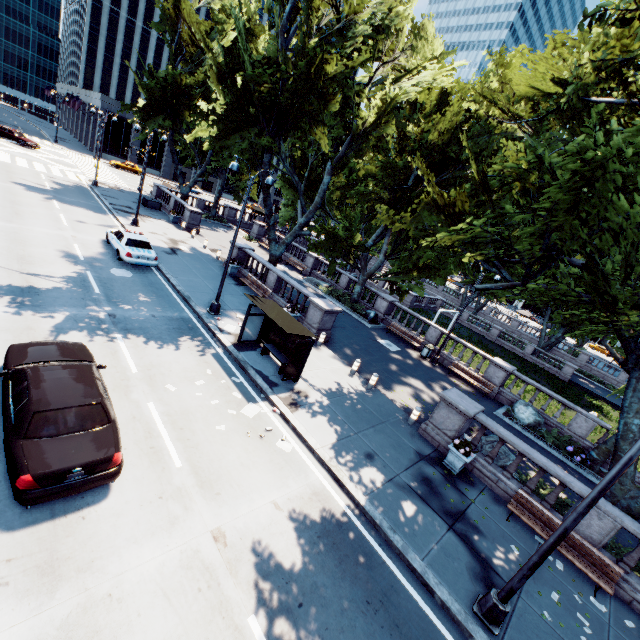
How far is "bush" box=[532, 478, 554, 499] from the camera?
12.0 meters

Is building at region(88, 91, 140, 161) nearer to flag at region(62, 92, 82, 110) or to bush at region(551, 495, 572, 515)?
flag at region(62, 92, 82, 110)

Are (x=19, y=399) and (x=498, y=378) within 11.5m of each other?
no

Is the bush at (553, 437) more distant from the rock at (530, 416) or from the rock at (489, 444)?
the rock at (489, 444)

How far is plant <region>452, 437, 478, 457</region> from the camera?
11.6m

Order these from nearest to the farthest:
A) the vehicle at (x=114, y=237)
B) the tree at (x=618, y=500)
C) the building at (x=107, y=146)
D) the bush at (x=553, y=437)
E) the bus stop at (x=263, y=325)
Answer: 1. the tree at (x=618, y=500)
2. the bus stop at (x=263, y=325)
3. the bush at (x=553, y=437)
4. the vehicle at (x=114, y=237)
5. the building at (x=107, y=146)

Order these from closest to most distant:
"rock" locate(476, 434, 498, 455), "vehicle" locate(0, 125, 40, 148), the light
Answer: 1. the light
2. "rock" locate(476, 434, 498, 455)
3. "vehicle" locate(0, 125, 40, 148)

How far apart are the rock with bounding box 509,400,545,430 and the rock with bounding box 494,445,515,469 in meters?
5.8
